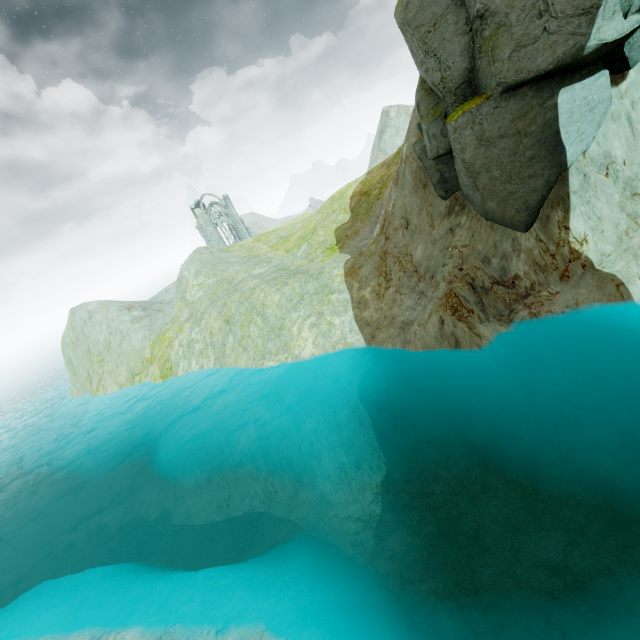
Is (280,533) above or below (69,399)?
below

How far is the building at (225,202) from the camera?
56.1 meters

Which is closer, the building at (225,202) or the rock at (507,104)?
the rock at (507,104)

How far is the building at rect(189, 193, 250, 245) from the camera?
56.12m

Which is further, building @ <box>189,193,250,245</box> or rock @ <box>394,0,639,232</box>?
building @ <box>189,193,250,245</box>
